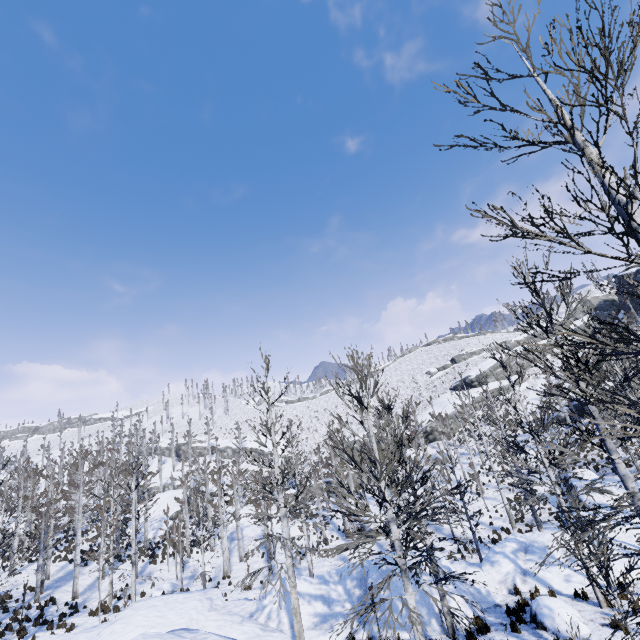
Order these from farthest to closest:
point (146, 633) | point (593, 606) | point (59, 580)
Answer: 1. point (59, 580)
2. point (593, 606)
3. point (146, 633)

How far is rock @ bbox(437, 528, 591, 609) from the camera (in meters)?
12.42

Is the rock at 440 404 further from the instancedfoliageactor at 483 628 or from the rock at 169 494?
the rock at 169 494

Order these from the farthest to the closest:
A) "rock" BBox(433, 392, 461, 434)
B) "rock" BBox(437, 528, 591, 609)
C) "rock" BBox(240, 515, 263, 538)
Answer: "rock" BBox(433, 392, 461, 434)
"rock" BBox(240, 515, 263, 538)
"rock" BBox(437, 528, 591, 609)

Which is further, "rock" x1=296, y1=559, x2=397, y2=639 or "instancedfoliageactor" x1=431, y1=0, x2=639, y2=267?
"rock" x1=296, y1=559, x2=397, y2=639

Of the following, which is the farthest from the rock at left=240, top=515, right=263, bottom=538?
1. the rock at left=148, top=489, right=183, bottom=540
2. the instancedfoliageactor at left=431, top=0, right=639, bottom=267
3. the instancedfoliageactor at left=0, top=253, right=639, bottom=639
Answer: the instancedfoliageactor at left=0, top=253, right=639, bottom=639

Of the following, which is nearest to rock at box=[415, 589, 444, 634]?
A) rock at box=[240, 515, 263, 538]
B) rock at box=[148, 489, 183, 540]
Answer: rock at box=[240, 515, 263, 538]

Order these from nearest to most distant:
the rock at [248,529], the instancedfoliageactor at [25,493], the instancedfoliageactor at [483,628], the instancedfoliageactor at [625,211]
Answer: the instancedfoliageactor at [625,211]
the instancedfoliageactor at [25,493]
the instancedfoliageactor at [483,628]
the rock at [248,529]
